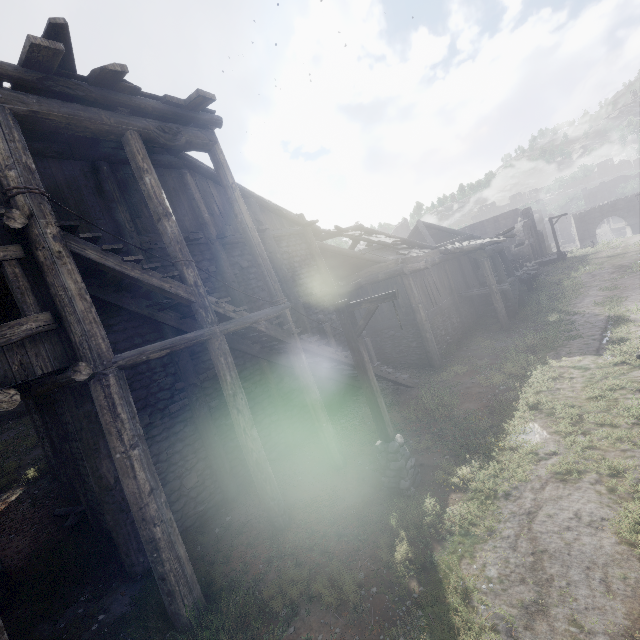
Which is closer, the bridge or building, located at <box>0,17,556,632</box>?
building, located at <box>0,17,556,632</box>

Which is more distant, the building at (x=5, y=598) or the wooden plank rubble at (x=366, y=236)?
the wooden plank rubble at (x=366, y=236)

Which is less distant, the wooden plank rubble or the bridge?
the wooden plank rubble

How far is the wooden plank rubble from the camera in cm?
1667

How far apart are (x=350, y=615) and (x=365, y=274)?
13.7m

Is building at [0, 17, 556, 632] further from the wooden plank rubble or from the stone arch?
the stone arch

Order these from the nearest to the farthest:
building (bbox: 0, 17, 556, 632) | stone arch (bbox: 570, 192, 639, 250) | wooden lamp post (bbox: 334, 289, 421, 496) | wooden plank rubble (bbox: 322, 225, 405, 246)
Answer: building (bbox: 0, 17, 556, 632) < wooden lamp post (bbox: 334, 289, 421, 496) < wooden plank rubble (bbox: 322, 225, 405, 246) < stone arch (bbox: 570, 192, 639, 250)

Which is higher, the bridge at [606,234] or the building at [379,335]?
the building at [379,335]
